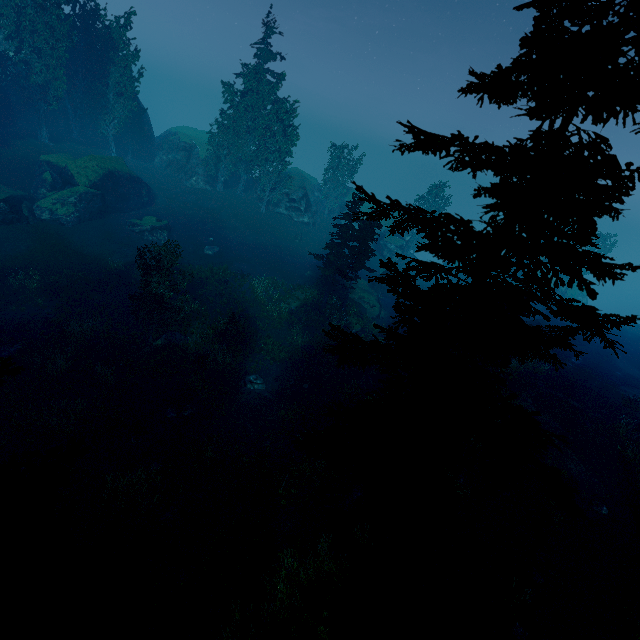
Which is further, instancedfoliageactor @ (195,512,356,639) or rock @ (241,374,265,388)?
rock @ (241,374,265,388)

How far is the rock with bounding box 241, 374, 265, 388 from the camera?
22.33m

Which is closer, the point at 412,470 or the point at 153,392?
the point at 412,470

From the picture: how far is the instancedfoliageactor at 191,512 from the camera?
12.8m

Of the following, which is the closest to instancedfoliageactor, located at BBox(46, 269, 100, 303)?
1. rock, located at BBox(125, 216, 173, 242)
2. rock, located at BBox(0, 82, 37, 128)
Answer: rock, located at BBox(0, 82, 37, 128)

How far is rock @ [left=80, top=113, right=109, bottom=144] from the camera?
44.4 meters

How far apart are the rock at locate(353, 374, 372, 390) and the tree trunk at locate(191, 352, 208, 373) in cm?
1062

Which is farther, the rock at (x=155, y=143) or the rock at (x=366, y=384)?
the rock at (x=155, y=143)
